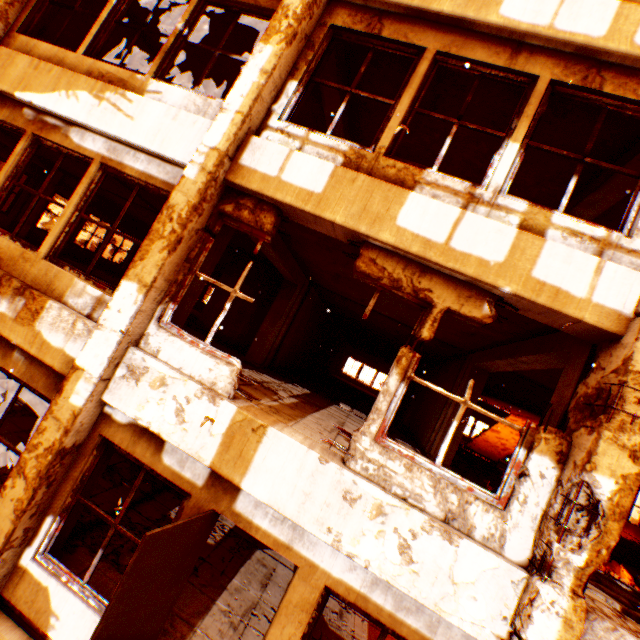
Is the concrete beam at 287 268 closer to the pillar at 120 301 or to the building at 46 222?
the pillar at 120 301

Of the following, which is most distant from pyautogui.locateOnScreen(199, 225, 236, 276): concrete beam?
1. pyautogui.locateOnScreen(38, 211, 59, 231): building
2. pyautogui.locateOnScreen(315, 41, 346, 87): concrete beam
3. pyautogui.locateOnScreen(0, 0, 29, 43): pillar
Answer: pyautogui.locateOnScreen(38, 211, 59, 231): building

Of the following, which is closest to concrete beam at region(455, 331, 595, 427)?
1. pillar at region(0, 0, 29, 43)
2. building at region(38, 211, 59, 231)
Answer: pillar at region(0, 0, 29, 43)

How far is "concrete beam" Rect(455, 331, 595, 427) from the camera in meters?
3.5

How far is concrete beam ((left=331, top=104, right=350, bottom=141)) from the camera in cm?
642

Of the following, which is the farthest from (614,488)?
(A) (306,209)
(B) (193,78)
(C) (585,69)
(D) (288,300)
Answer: (B) (193,78)

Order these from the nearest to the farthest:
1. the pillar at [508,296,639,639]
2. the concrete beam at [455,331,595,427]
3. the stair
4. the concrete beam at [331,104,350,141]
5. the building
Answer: the pillar at [508,296,639,639] < the concrete beam at [455,331,595,427] < the concrete beam at [331,104,350,141] < the stair < the building

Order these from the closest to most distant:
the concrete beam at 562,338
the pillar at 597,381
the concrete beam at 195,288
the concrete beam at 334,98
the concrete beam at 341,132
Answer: the pillar at 597,381
the concrete beam at 562,338
the concrete beam at 195,288
the concrete beam at 334,98
the concrete beam at 341,132
